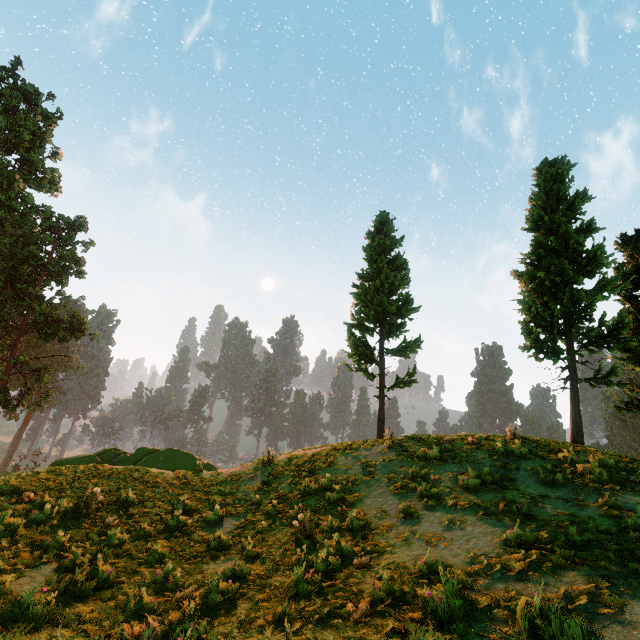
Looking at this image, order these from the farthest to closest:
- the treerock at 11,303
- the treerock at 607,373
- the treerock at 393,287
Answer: the treerock at 11,303 → the treerock at 393,287 → the treerock at 607,373

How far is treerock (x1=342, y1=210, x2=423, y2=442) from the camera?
19.0m

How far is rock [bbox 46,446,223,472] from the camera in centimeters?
1664cm

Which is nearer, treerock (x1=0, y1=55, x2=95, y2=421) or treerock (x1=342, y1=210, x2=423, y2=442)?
treerock (x1=342, y1=210, x2=423, y2=442)

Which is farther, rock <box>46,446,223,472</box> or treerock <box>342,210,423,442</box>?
treerock <box>342,210,423,442</box>

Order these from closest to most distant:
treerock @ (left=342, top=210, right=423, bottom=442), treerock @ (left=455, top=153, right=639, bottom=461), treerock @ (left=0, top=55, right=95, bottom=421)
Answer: treerock @ (left=455, top=153, right=639, bottom=461)
treerock @ (left=342, top=210, right=423, bottom=442)
treerock @ (left=0, top=55, right=95, bottom=421)

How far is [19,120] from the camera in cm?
3212

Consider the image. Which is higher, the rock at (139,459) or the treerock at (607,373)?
the treerock at (607,373)
